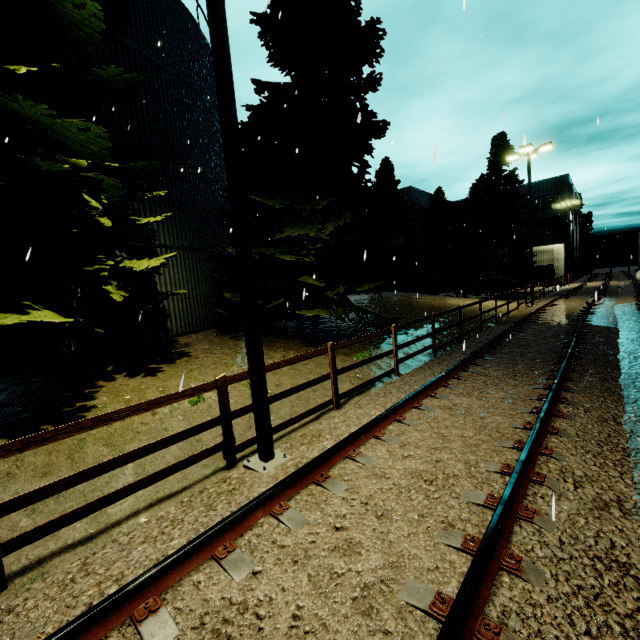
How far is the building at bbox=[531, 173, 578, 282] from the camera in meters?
41.1

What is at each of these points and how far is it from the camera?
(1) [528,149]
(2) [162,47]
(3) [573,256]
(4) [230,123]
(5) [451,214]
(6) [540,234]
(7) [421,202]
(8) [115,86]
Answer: (1) light, 19.8 meters
(2) silo, 11.1 meters
(3) building, 52.1 meters
(4) light, 4.2 meters
(5) building, 56.1 meters
(6) building, 48.2 meters
(7) building, 47.1 meters
(8) tree, 6.3 meters

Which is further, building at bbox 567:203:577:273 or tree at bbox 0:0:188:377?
building at bbox 567:203:577:273

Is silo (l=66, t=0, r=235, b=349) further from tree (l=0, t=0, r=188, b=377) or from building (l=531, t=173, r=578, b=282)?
building (l=531, t=173, r=578, b=282)

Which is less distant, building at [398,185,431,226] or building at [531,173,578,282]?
building at [531,173,578,282]

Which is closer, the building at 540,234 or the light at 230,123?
the light at 230,123

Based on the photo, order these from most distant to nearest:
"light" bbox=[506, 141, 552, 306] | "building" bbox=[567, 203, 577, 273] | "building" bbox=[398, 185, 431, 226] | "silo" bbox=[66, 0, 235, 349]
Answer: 1. "building" bbox=[567, 203, 577, 273]
2. "building" bbox=[398, 185, 431, 226]
3. "light" bbox=[506, 141, 552, 306]
4. "silo" bbox=[66, 0, 235, 349]

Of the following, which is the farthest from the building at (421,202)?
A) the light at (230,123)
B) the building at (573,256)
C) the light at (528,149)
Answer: the light at (230,123)
